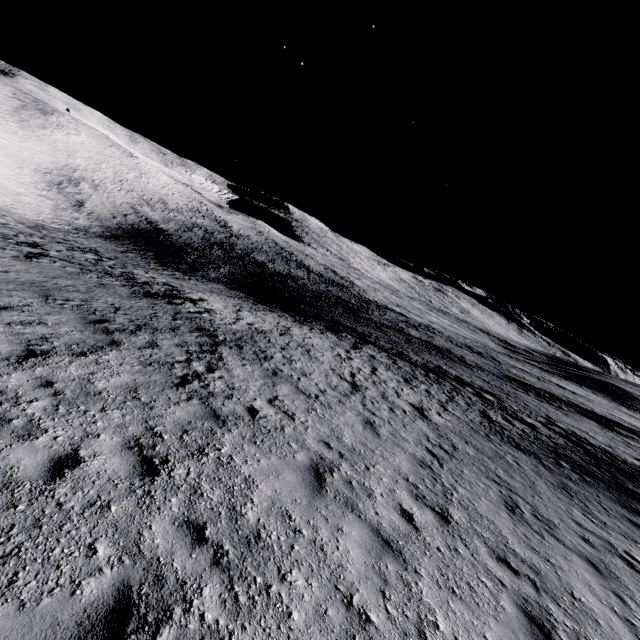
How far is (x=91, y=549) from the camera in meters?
3.4
